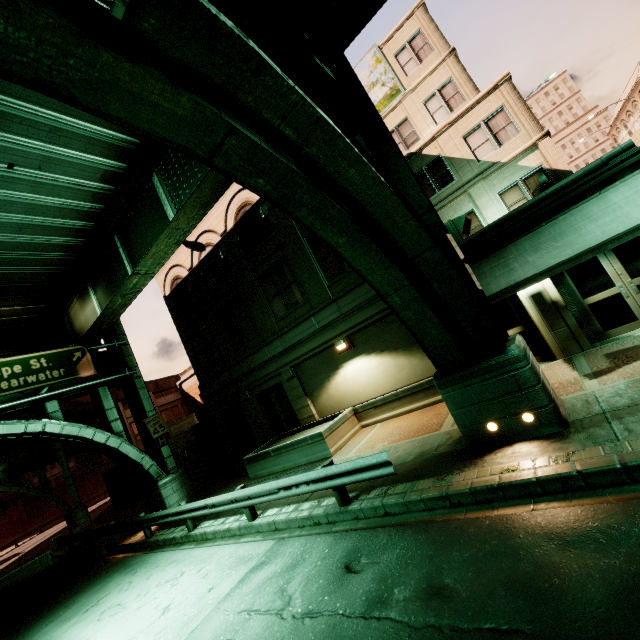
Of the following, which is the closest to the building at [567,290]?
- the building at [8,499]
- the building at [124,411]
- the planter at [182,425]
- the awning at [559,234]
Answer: the awning at [559,234]

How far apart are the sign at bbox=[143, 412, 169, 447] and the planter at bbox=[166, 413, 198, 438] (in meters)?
9.16

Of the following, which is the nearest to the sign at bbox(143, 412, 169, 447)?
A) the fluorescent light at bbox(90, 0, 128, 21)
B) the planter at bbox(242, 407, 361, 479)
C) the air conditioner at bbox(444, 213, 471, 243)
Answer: the planter at bbox(242, 407, 361, 479)

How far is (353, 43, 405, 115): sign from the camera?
19.0m

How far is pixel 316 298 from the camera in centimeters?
1411cm

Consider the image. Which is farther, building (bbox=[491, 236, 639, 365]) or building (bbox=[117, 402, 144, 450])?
building (bbox=[117, 402, 144, 450])

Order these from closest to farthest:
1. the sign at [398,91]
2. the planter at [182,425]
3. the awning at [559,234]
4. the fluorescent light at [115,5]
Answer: the fluorescent light at [115,5] < the awning at [559,234] < the sign at [398,91] < the planter at [182,425]

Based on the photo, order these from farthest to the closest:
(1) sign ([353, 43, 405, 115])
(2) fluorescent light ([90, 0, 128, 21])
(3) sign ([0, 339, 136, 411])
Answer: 1. (1) sign ([353, 43, 405, 115])
2. (3) sign ([0, 339, 136, 411])
3. (2) fluorescent light ([90, 0, 128, 21])
